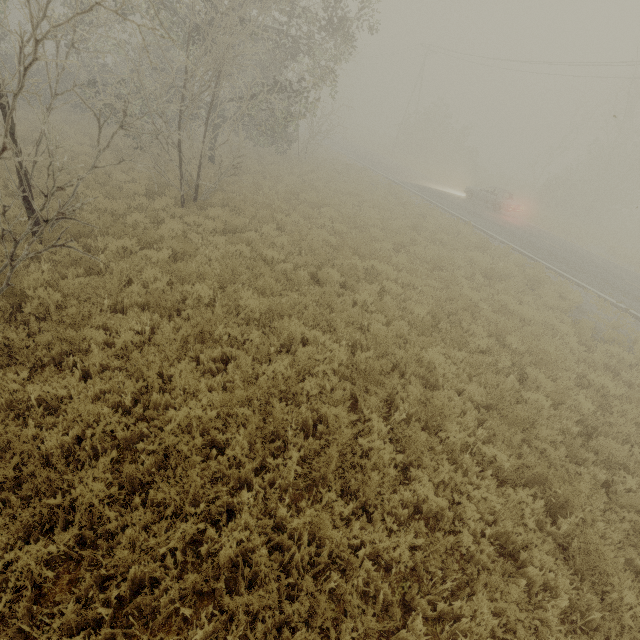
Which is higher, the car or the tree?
the car

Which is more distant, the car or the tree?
the car

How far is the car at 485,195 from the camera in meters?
22.7 m

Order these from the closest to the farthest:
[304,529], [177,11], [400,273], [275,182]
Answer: [304,529] → [400,273] → [177,11] → [275,182]

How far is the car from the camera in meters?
22.7 m

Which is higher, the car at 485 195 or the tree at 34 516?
the car at 485 195
